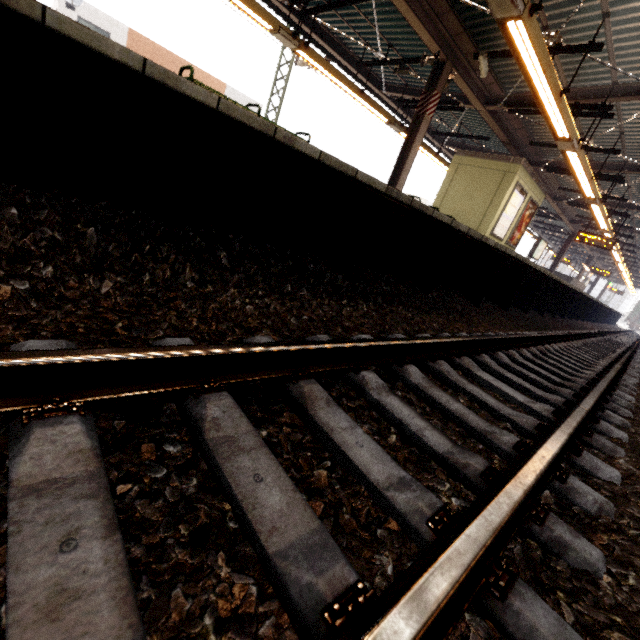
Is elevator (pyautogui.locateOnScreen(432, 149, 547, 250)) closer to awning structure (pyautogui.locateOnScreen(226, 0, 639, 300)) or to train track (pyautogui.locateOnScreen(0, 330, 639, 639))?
awning structure (pyautogui.locateOnScreen(226, 0, 639, 300))

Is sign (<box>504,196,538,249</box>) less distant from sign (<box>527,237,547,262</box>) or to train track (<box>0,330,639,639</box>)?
train track (<box>0,330,639,639</box>)

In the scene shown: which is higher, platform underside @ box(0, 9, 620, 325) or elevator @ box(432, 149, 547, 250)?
elevator @ box(432, 149, 547, 250)

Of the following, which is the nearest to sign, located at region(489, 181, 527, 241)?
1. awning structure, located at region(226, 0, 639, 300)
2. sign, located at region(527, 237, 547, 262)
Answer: awning structure, located at region(226, 0, 639, 300)

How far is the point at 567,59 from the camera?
7.2 meters

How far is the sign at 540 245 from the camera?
17.9m

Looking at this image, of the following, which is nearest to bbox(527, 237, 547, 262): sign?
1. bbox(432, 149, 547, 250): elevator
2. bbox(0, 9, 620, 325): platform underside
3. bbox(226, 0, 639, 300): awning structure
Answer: bbox(226, 0, 639, 300): awning structure

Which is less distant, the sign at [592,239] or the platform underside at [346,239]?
the platform underside at [346,239]
